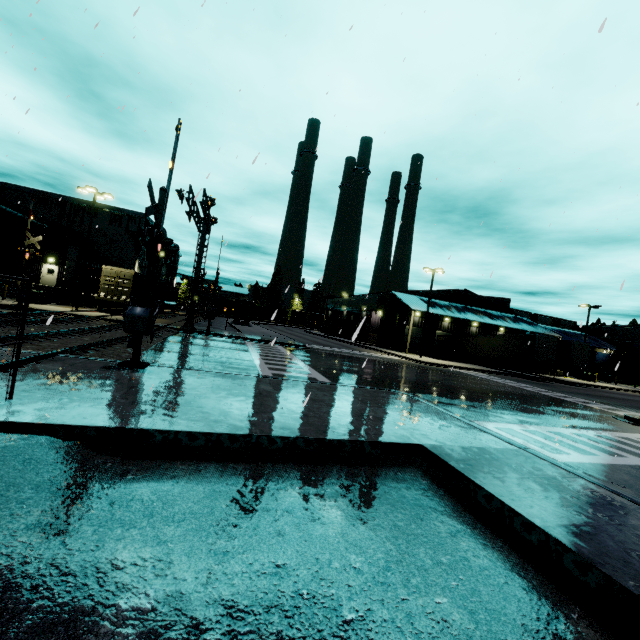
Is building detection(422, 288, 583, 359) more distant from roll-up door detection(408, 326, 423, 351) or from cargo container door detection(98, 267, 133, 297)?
cargo container door detection(98, 267, 133, 297)

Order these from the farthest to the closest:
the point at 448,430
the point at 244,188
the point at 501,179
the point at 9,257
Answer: the point at 9,257 → the point at 244,188 → the point at 501,179 → the point at 448,430

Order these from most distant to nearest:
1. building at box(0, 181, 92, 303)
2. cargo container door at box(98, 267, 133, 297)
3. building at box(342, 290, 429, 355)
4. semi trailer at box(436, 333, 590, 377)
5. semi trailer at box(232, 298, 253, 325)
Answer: semi trailer at box(232, 298, 253, 325)
building at box(342, 290, 429, 355)
building at box(0, 181, 92, 303)
semi trailer at box(436, 333, 590, 377)
cargo container door at box(98, 267, 133, 297)

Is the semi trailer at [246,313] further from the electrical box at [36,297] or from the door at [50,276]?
the door at [50,276]

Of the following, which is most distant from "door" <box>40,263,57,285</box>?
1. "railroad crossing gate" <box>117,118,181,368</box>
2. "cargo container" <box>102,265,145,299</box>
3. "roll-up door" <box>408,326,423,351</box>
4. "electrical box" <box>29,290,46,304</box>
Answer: "roll-up door" <box>408,326,423,351</box>

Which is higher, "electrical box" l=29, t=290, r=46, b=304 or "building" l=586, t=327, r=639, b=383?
"building" l=586, t=327, r=639, b=383

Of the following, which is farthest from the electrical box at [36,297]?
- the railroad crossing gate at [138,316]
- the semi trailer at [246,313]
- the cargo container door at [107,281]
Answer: the railroad crossing gate at [138,316]

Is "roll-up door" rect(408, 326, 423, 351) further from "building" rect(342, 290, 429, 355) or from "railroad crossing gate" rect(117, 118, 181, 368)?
"railroad crossing gate" rect(117, 118, 181, 368)
